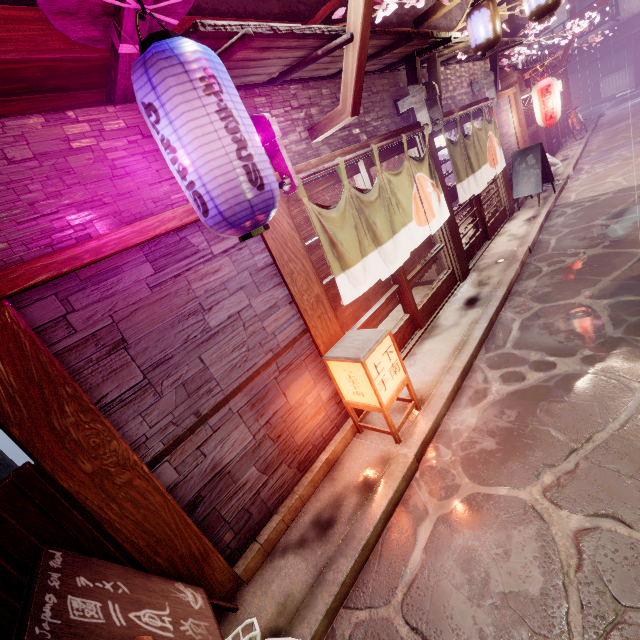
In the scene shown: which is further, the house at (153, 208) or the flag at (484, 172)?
the flag at (484, 172)

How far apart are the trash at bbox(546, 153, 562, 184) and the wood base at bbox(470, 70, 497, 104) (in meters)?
5.49

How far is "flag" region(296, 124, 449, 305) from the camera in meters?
6.6

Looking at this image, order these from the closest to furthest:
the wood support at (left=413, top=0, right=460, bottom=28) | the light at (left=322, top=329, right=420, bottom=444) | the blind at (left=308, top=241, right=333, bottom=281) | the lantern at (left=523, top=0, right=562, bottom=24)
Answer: the light at (left=322, top=329, right=420, bottom=444) < the blind at (left=308, top=241, right=333, bottom=281) < the lantern at (left=523, top=0, right=562, bottom=24) < the wood support at (left=413, top=0, right=460, bottom=28)

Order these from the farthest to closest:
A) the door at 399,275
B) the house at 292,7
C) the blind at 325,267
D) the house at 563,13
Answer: the house at 563,13, the door at 399,275, the blind at 325,267, the house at 292,7

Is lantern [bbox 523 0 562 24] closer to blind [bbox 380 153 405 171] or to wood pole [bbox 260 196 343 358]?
blind [bbox 380 153 405 171]

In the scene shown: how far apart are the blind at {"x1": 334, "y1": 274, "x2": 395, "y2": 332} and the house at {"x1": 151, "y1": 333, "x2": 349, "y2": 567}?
1.0 meters

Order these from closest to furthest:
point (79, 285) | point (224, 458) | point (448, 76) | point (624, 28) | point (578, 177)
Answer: point (79, 285)
point (224, 458)
point (448, 76)
point (578, 177)
point (624, 28)
